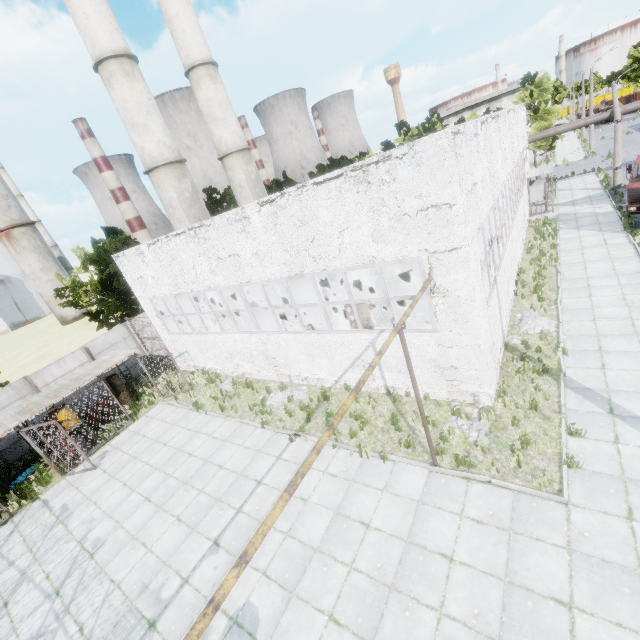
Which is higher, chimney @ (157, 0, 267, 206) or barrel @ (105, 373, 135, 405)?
chimney @ (157, 0, 267, 206)

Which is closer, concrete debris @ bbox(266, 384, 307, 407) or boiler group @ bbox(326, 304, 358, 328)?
boiler group @ bbox(326, 304, 358, 328)

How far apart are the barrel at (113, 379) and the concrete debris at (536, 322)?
20.3m

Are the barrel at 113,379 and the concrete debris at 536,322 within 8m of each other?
no

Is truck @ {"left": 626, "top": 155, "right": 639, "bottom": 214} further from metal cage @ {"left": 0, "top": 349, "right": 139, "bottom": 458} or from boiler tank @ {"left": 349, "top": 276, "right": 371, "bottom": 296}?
metal cage @ {"left": 0, "top": 349, "right": 139, "bottom": 458}

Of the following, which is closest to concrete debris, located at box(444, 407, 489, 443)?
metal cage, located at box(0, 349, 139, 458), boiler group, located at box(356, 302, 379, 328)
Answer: boiler group, located at box(356, 302, 379, 328)

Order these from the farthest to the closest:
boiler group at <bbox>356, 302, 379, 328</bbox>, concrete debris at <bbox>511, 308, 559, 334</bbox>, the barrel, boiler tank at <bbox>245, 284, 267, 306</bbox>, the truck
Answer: boiler tank at <bbox>245, 284, 267, 306</bbox> < the barrel < the truck < concrete debris at <bbox>511, 308, 559, 334</bbox> < boiler group at <bbox>356, 302, 379, 328</bbox>

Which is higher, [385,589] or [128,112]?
[128,112]
